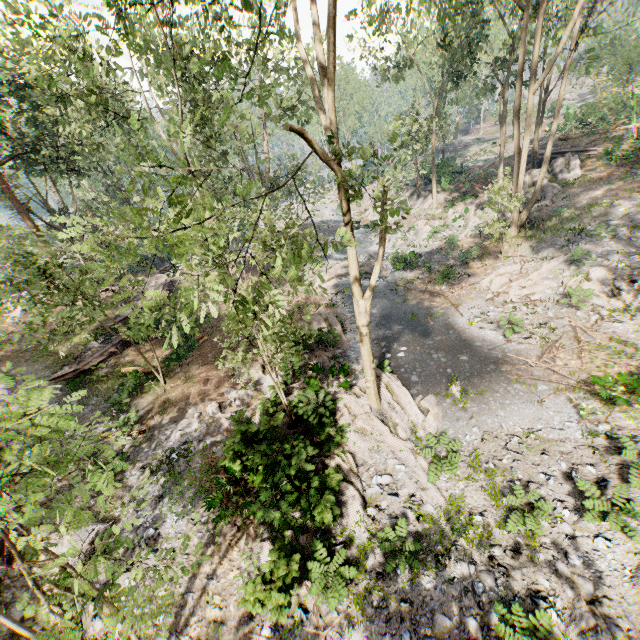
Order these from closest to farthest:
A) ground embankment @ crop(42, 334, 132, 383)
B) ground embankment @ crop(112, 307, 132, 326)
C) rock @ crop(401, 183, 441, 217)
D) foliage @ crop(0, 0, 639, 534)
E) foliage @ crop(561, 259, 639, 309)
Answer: foliage @ crop(0, 0, 639, 534)
foliage @ crop(561, 259, 639, 309)
ground embankment @ crop(42, 334, 132, 383)
ground embankment @ crop(112, 307, 132, 326)
rock @ crop(401, 183, 441, 217)

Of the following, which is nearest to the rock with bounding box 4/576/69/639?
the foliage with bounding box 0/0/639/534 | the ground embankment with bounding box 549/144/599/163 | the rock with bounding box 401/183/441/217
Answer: the foliage with bounding box 0/0/639/534

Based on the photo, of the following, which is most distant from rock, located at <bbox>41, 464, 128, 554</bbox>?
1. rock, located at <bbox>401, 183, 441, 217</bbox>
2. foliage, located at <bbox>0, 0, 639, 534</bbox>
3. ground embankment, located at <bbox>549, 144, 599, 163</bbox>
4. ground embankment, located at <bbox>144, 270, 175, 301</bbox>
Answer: ground embankment, located at <bbox>549, 144, 599, 163</bbox>

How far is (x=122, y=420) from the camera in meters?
14.9

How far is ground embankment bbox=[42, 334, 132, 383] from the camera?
18.73m

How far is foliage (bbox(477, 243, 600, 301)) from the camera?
17.9 meters

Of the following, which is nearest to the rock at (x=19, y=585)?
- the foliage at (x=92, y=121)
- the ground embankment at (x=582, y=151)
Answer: the foliage at (x=92, y=121)

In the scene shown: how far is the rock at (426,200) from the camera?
34.1 meters
